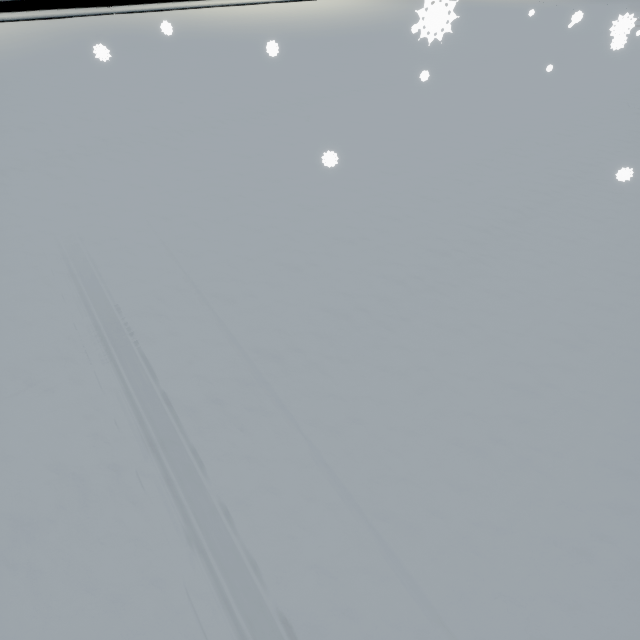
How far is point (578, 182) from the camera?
4.1 meters
